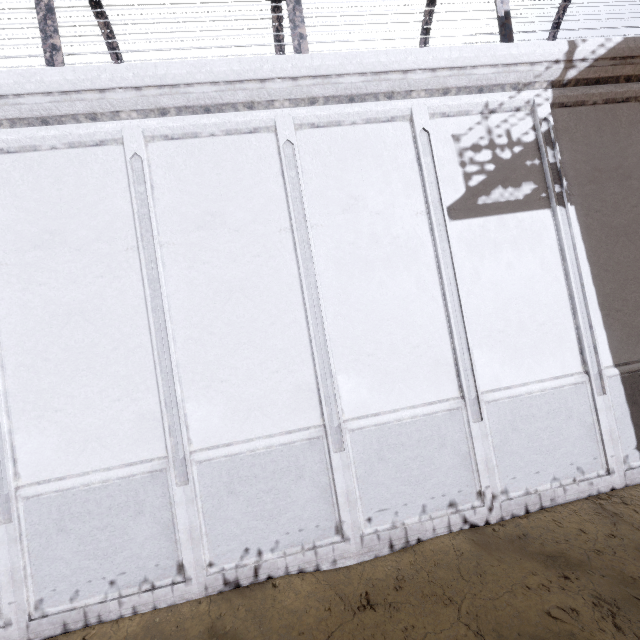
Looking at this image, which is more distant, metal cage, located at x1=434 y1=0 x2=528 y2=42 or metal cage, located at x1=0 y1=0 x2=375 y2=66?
metal cage, located at x1=434 y1=0 x2=528 y2=42

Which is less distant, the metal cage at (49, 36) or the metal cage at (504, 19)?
the metal cage at (49, 36)

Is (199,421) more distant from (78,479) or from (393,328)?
(393,328)
